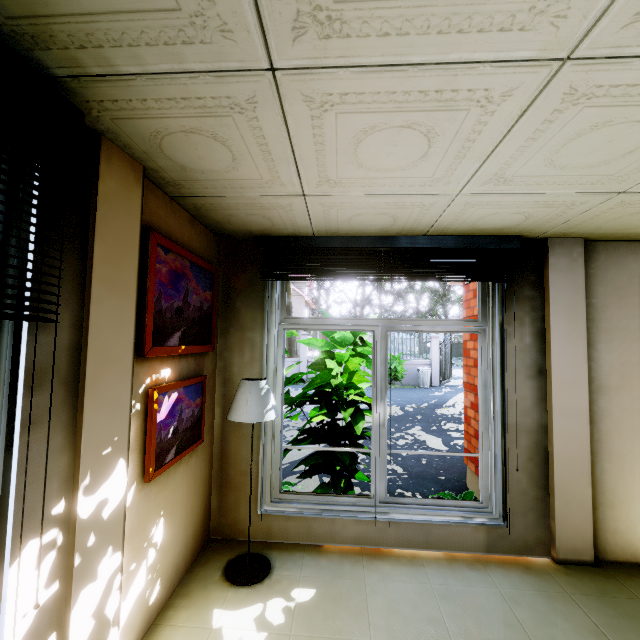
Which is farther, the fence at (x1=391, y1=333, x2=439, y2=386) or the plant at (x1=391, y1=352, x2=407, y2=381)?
the fence at (x1=391, y1=333, x2=439, y2=386)

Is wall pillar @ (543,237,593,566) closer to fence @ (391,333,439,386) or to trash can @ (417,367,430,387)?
fence @ (391,333,439,386)

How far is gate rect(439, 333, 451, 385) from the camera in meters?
16.3

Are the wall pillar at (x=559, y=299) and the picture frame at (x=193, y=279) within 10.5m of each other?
yes

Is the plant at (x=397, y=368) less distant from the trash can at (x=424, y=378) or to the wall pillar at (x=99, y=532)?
the trash can at (x=424, y=378)

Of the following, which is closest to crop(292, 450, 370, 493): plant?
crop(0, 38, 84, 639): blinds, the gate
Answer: crop(0, 38, 84, 639): blinds

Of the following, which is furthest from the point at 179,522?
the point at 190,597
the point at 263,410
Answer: the point at 263,410

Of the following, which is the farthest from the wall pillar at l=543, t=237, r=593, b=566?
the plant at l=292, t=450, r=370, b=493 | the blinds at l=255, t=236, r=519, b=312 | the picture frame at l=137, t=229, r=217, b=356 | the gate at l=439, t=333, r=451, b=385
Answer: the gate at l=439, t=333, r=451, b=385
